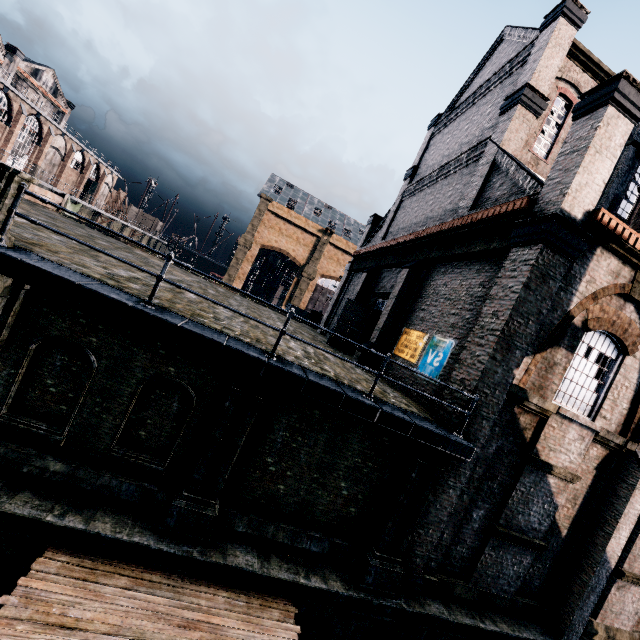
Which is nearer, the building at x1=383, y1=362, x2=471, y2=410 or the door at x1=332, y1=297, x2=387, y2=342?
the building at x1=383, y1=362, x2=471, y2=410

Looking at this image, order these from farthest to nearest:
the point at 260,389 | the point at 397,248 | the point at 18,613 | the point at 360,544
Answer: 1. the point at 397,248
2. the point at 360,544
3. the point at 260,389
4. the point at 18,613

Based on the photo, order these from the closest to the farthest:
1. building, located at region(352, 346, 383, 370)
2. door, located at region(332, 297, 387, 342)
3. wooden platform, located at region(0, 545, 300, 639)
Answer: wooden platform, located at region(0, 545, 300, 639) < building, located at region(352, 346, 383, 370) < door, located at region(332, 297, 387, 342)

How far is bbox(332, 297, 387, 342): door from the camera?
19.75m

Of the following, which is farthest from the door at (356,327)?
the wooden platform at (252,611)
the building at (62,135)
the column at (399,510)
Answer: the building at (62,135)

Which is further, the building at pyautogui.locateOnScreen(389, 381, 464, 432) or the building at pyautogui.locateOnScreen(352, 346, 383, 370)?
the building at pyautogui.locateOnScreen(352, 346, 383, 370)

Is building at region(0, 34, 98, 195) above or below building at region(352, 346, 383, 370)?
above

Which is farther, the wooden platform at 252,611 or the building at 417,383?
the building at 417,383
